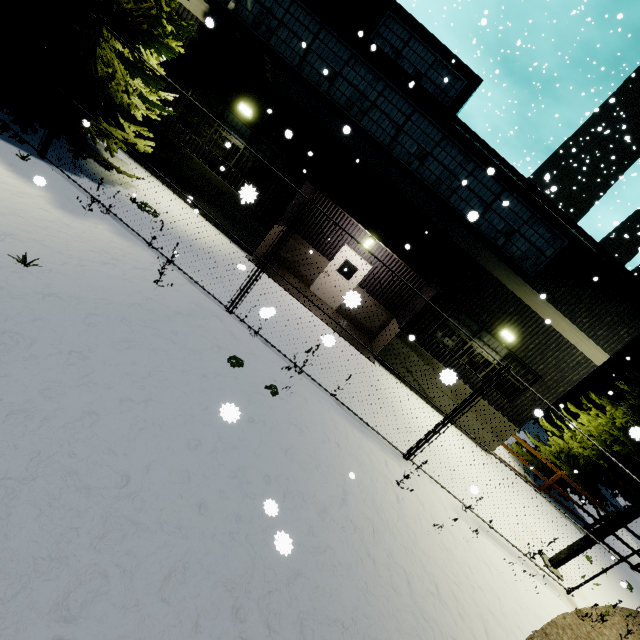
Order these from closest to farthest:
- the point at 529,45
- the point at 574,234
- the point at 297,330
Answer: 1. the point at 297,330
2. the point at 574,234
3. the point at 529,45

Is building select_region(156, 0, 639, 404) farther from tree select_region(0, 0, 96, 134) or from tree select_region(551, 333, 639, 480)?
tree select_region(551, 333, 639, 480)

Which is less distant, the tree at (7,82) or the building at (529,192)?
the tree at (7,82)

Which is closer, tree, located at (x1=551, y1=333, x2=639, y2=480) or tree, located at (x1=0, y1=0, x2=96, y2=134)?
tree, located at (x1=0, y1=0, x2=96, y2=134)

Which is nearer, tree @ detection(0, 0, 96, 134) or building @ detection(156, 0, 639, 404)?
tree @ detection(0, 0, 96, 134)

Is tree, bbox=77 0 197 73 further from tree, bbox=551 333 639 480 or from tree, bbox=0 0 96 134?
tree, bbox=551 333 639 480

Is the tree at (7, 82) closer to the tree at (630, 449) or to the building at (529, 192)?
the building at (529, 192)

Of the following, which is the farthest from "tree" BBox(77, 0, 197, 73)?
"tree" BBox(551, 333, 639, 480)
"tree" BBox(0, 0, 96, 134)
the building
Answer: "tree" BBox(551, 333, 639, 480)
